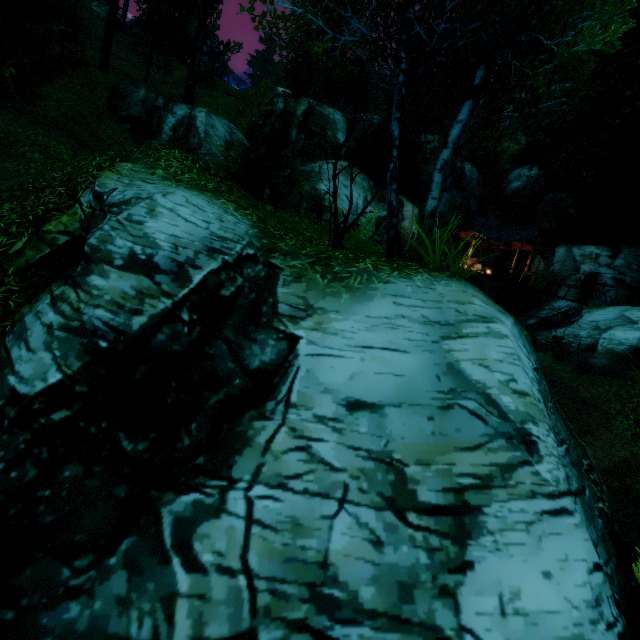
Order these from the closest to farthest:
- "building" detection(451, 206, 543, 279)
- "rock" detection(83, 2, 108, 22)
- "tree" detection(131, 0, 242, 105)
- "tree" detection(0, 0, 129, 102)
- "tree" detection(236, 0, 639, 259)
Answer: "tree" detection(236, 0, 639, 259), "tree" detection(0, 0, 129, 102), "tree" detection(131, 0, 242, 105), "building" detection(451, 206, 543, 279), "rock" detection(83, 2, 108, 22)

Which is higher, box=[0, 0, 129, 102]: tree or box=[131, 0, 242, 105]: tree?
box=[131, 0, 242, 105]: tree

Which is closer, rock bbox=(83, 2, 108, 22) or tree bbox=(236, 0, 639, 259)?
tree bbox=(236, 0, 639, 259)

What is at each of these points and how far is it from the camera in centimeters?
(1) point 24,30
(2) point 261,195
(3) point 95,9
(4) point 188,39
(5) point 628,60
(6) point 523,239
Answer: (1) tree, 1386cm
(2) tree, 1362cm
(3) rock, 3441cm
(4) tree, 2252cm
(5) tree, 1847cm
(6) building, 2322cm

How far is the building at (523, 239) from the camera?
23.5m

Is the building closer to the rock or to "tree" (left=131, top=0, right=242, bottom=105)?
"tree" (left=131, top=0, right=242, bottom=105)

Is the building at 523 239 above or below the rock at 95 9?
below
